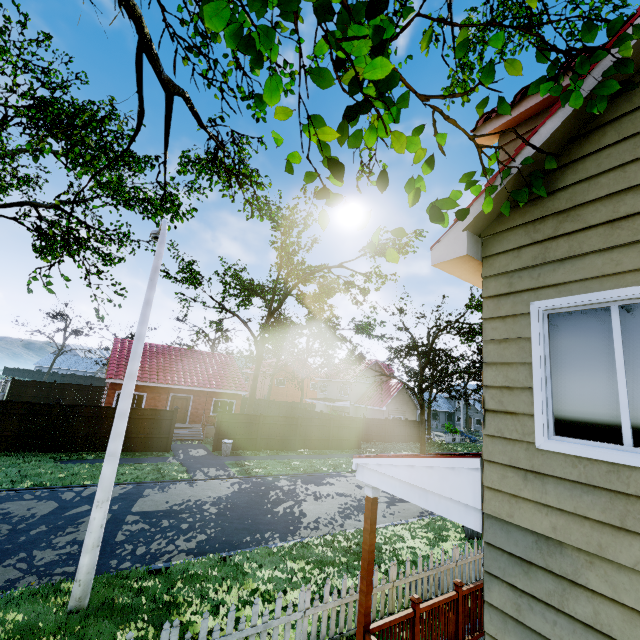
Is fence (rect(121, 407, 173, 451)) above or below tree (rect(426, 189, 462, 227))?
below

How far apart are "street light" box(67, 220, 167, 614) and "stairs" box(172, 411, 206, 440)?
16.3m

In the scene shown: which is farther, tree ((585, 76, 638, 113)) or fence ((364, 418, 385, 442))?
fence ((364, 418, 385, 442))

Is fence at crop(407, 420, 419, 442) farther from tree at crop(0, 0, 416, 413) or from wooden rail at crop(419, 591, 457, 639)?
wooden rail at crop(419, 591, 457, 639)

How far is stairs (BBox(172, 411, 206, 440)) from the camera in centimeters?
2262cm

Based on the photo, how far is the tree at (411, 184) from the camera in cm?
274

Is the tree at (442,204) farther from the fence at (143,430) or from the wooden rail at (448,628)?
the fence at (143,430)

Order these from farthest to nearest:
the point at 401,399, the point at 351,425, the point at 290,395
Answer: the point at 290,395, the point at 401,399, the point at 351,425
